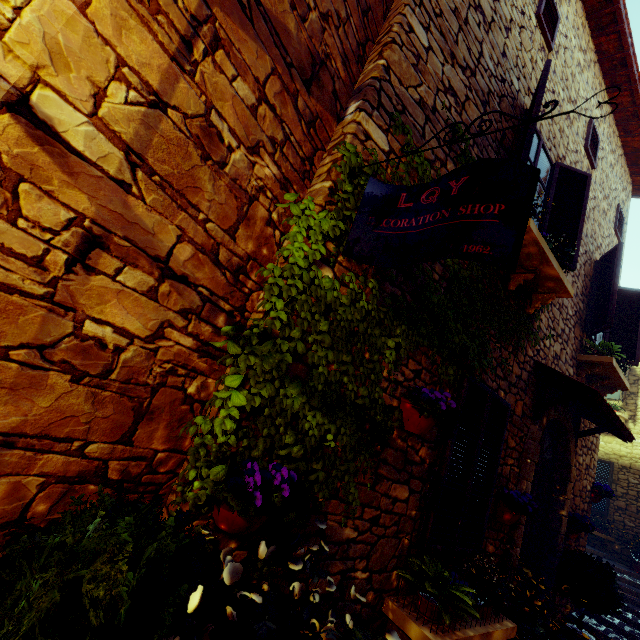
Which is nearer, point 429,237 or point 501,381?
point 429,237

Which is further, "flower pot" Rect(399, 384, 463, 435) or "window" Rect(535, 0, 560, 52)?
"window" Rect(535, 0, 560, 52)

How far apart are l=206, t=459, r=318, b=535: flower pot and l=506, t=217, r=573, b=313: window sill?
3.0m

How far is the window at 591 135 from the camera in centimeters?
579cm

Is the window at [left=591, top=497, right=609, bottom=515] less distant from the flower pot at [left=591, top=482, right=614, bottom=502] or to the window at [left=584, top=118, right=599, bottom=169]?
the flower pot at [left=591, top=482, right=614, bottom=502]

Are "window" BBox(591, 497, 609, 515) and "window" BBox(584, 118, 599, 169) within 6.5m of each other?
no

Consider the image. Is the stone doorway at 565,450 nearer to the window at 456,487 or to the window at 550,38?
the window at 456,487

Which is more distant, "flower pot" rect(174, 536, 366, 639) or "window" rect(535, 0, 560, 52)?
"window" rect(535, 0, 560, 52)
